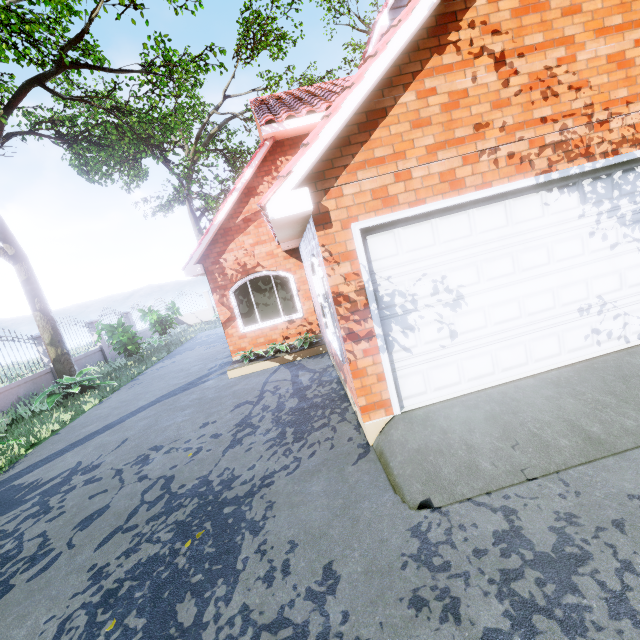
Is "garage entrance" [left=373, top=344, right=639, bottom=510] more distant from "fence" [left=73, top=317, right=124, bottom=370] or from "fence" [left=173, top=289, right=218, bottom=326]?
"fence" [left=173, top=289, right=218, bottom=326]

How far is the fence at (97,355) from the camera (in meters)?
14.09

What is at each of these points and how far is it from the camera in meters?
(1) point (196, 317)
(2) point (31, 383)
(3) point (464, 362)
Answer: (1) fence, 25.6 m
(2) fence, 11.4 m
(3) garage door, 4.4 m

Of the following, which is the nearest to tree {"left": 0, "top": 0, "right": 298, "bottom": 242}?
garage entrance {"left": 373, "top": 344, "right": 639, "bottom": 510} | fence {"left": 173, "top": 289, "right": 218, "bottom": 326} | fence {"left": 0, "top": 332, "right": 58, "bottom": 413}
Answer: fence {"left": 0, "top": 332, "right": 58, "bottom": 413}

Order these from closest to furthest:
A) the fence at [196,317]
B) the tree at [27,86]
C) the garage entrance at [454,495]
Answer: the garage entrance at [454,495] → the tree at [27,86] → the fence at [196,317]

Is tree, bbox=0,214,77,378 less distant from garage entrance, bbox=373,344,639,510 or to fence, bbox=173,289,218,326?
garage entrance, bbox=373,344,639,510

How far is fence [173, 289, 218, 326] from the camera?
25.41m

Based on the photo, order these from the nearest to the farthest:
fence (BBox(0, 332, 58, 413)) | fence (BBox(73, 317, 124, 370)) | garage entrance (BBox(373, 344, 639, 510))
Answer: garage entrance (BBox(373, 344, 639, 510)), fence (BBox(0, 332, 58, 413)), fence (BBox(73, 317, 124, 370))
